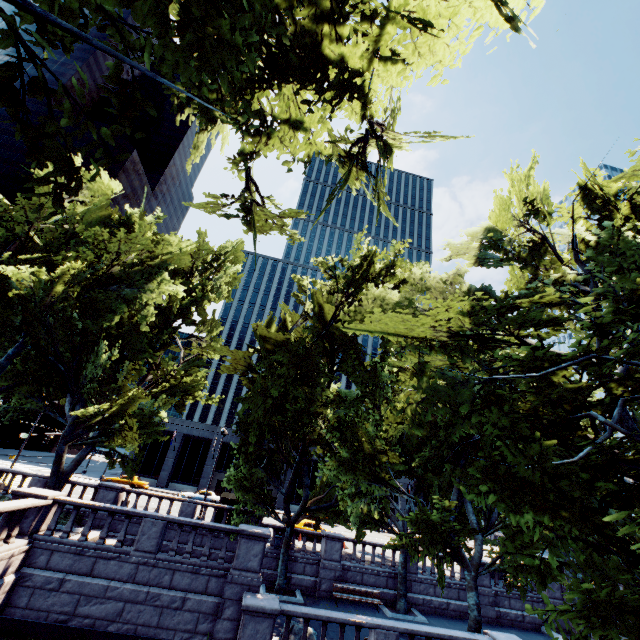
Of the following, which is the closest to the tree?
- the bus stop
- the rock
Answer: the bus stop

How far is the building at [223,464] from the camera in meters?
49.7

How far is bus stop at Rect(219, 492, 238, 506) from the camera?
25.06m

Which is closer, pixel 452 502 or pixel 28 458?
pixel 452 502

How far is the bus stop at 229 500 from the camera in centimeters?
2506cm

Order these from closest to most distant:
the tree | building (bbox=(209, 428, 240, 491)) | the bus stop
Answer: the tree < the bus stop < building (bbox=(209, 428, 240, 491))

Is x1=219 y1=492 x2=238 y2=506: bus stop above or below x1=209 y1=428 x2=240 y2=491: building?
below

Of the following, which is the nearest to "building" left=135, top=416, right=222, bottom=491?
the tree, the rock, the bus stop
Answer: the tree
